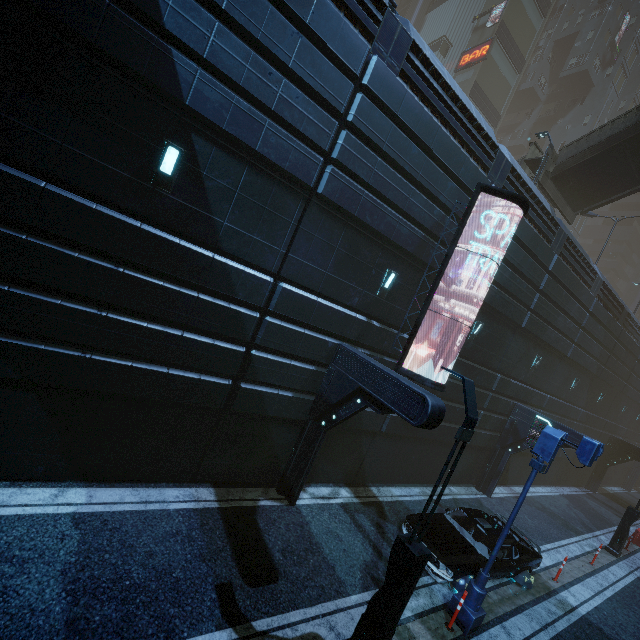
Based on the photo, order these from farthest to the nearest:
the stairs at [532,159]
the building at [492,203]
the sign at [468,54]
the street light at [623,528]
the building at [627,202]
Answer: the building at [627,202], the sign at [468,54], the stairs at [532,159], the street light at [623,528], the building at [492,203]

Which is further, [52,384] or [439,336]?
[439,336]

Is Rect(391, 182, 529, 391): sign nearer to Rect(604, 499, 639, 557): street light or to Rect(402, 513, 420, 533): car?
Rect(402, 513, 420, 533): car

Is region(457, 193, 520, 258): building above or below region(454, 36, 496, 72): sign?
below

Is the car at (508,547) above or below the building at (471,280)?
below

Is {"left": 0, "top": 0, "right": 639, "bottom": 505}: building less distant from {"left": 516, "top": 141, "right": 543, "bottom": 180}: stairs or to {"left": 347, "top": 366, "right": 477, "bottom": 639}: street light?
{"left": 347, "top": 366, "right": 477, "bottom": 639}: street light

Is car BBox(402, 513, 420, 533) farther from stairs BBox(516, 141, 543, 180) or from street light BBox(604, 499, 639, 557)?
stairs BBox(516, 141, 543, 180)

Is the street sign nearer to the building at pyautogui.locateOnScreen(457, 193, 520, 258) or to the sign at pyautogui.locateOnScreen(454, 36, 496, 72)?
the building at pyautogui.locateOnScreen(457, 193, 520, 258)
